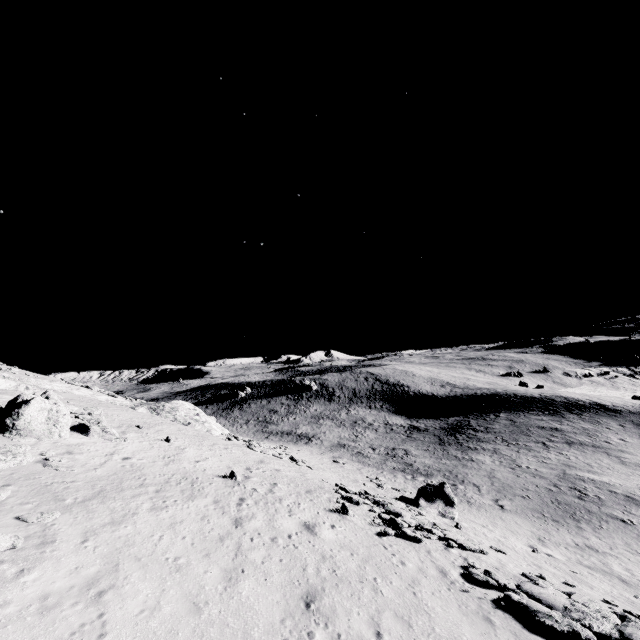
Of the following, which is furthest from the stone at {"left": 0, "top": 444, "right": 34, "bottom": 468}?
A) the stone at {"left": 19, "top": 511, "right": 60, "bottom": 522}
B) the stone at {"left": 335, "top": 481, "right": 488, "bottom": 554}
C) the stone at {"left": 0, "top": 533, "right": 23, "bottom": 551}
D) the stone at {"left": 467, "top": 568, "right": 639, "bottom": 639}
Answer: the stone at {"left": 467, "top": 568, "right": 639, "bottom": 639}

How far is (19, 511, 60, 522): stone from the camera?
10.6 meters

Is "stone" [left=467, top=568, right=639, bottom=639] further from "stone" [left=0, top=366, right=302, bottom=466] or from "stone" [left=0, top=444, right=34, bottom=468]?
"stone" [left=0, top=366, right=302, bottom=466]

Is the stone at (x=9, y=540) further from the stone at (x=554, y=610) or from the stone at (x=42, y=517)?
the stone at (x=554, y=610)

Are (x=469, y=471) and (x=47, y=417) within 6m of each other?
no

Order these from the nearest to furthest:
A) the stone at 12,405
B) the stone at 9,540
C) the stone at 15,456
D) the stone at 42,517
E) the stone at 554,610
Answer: the stone at 9,540 → the stone at 554,610 → the stone at 42,517 → the stone at 15,456 → the stone at 12,405

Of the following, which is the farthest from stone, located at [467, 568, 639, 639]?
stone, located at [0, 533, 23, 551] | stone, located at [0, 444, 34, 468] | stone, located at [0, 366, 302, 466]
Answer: stone, located at [0, 366, 302, 466]

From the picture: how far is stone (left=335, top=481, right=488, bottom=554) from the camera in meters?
16.2
